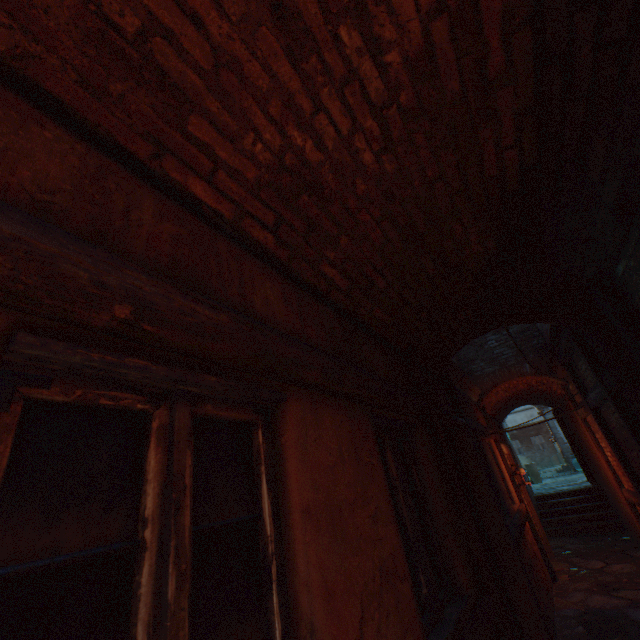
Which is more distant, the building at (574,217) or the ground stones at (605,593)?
the ground stones at (605,593)

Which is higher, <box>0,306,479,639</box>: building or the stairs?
<box>0,306,479,639</box>: building

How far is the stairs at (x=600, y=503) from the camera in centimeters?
951cm

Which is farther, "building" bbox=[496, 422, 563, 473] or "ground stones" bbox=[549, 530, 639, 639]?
"building" bbox=[496, 422, 563, 473]

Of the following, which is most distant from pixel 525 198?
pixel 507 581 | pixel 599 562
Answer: pixel 599 562

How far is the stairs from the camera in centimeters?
951cm

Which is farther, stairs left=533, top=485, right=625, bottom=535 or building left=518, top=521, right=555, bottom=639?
stairs left=533, top=485, right=625, bottom=535
